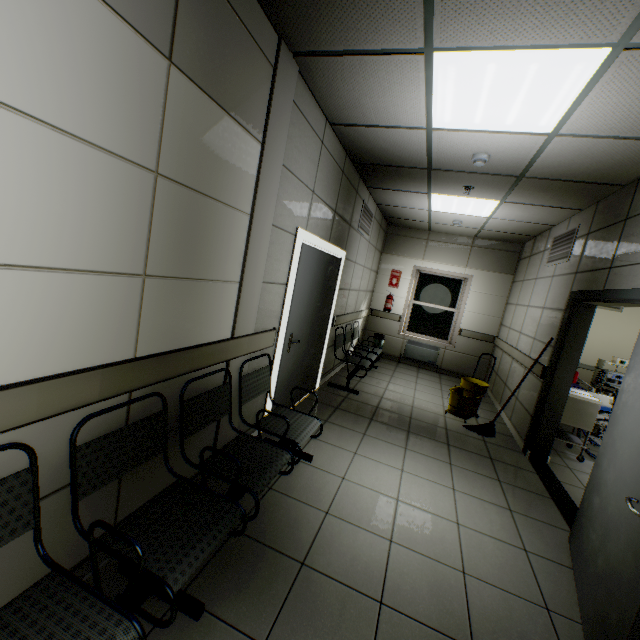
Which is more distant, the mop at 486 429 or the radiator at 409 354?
the radiator at 409 354

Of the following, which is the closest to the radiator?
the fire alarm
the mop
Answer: the mop

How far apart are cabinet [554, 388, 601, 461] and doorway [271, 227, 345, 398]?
3.36m

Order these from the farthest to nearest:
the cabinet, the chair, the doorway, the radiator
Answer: the radiator → the cabinet → the doorway → the chair

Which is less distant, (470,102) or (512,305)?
(470,102)

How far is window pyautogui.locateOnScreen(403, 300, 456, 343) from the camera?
7.82m

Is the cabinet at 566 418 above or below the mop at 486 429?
above

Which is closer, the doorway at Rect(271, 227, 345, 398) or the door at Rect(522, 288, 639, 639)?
the door at Rect(522, 288, 639, 639)
